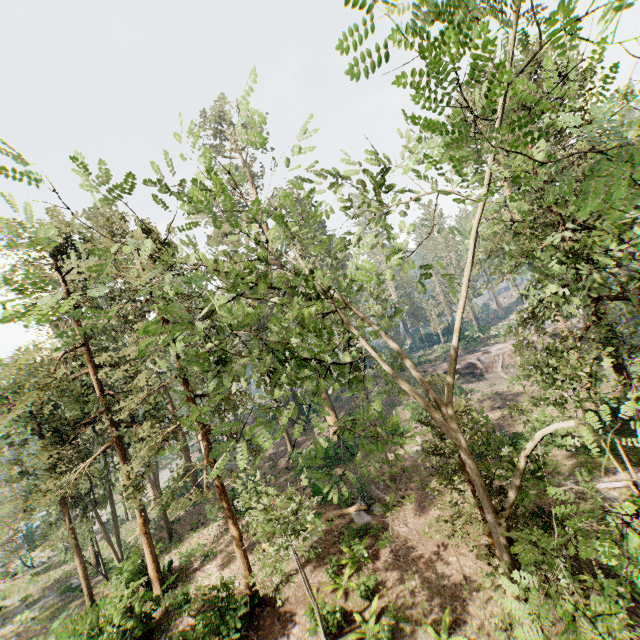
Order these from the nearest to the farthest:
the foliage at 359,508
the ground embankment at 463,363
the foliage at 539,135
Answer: the foliage at 539,135, the foliage at 359,508, the ground embankment at 463,363

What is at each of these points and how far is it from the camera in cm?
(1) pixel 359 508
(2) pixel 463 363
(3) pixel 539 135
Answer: (1) foliage, 1892
(2) ground embankment, 4134
(3) foliage, 372

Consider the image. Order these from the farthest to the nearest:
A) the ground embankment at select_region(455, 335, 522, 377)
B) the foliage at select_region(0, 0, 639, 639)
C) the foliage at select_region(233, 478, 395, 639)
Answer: the ground embankment at select_region(455, 335, 522, 377) < the foliage at select_region(233, 478, 395, 639) < the foliage at select_region(0, 0, 639, 639)

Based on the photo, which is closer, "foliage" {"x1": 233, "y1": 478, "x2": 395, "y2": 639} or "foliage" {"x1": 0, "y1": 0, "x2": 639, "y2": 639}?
"foliage" {"x1": 0, "y1": 0, "x2": 639, "y2": 639}

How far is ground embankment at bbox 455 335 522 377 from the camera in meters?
40.3 m

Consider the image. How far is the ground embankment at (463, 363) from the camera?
40.3m

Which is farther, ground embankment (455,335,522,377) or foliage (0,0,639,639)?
ground embankment (455,335,522,377)
